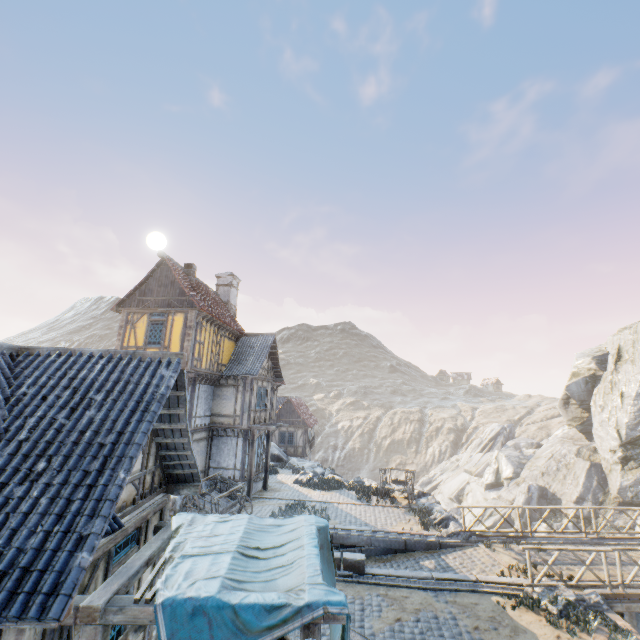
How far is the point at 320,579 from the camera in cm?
458

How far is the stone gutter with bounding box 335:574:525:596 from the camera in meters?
10.0

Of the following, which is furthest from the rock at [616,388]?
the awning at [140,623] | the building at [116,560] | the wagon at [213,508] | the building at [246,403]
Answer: the wagon at [213,508]

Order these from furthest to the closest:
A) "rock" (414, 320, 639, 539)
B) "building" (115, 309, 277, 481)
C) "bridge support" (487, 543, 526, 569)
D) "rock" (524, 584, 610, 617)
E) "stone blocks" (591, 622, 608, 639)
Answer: "rock" (414, 320, 639, 539) < "building" (115, 309, 277, 481) < "bridge support" (487, 543, 526, 569) < "rock" (524, 584, 610, 617) < "stone blocks" (591, 622, 608, 639)

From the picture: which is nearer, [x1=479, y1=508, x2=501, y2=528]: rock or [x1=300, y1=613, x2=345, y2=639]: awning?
[x1=300, y1=613, x2=345, y2=639]: awning

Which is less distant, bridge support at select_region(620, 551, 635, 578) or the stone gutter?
the stone gutter

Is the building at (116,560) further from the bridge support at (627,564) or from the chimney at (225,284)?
the chimney at (225,284)

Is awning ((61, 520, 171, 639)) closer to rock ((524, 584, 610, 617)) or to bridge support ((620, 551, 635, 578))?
rock ((524, 584, 610, 617))
